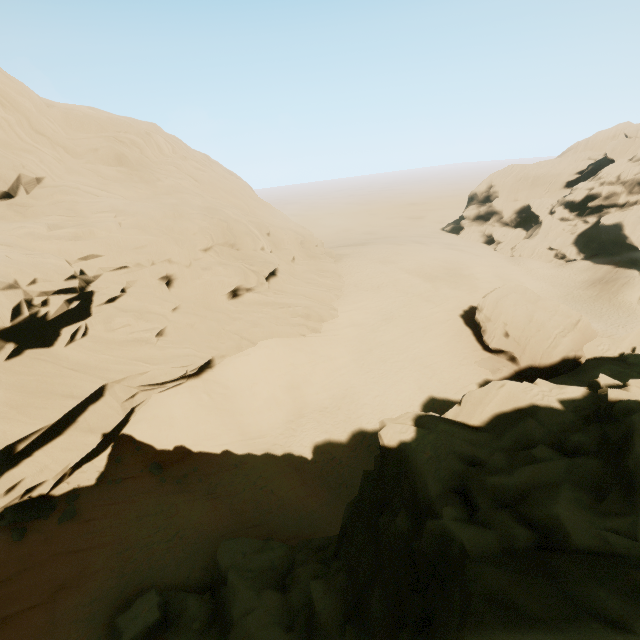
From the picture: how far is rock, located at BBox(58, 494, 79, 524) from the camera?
13.88m

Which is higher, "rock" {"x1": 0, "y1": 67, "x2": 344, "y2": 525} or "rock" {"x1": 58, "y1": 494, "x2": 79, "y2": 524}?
"rock" {"x1": 0, "y1": 67, "x2": 344, "y2": 525}

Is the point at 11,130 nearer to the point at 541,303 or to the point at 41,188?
the point at 41,188

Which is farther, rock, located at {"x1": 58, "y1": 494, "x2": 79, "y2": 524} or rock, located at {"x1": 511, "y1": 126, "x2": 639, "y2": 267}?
rock, located at {"x1": 511, "y1": 126, "x2": 639, "y2": 267}

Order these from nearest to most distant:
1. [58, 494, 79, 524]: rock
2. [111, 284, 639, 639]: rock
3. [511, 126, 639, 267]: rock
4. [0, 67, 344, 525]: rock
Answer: [111, 284, 639, 639]: rock < [58, 494, 79, 524]: rock < [0, 67, 344, 525]: rock < [511, 126, 639, 267]: rock

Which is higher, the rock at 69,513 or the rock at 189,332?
the rock at 189,332

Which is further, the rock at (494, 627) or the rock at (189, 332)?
the rock at (189, 332)
